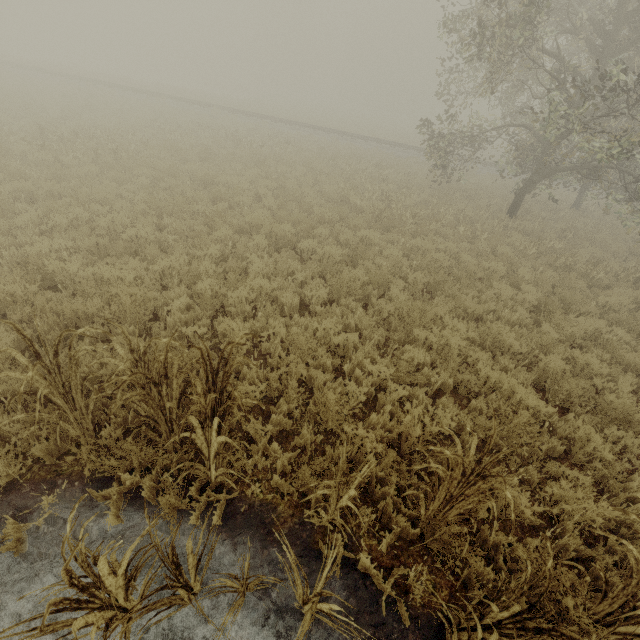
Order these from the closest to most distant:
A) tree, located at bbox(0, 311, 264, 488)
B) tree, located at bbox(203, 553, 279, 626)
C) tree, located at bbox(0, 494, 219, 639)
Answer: tree, located at bbox(0, 494, 219, 639) → tree, located at bbox(203, 553, 279, 626) → tree, located at bbox(0, 311, 264, 488)

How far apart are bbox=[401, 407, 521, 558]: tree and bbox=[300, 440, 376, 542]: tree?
0.6 meters

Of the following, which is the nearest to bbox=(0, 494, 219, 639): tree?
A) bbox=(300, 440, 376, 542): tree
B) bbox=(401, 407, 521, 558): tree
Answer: bbox=(300, 440, 376, 542): tree

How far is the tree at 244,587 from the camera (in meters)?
2.33

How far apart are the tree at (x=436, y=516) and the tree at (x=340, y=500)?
0.6m

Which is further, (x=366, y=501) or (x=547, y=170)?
(x=547, y=170)

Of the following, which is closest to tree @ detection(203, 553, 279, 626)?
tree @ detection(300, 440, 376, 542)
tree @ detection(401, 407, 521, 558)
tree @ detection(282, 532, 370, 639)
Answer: tree @ detection(282, 532, 370, 639)

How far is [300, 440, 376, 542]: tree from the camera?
2.8 meters
